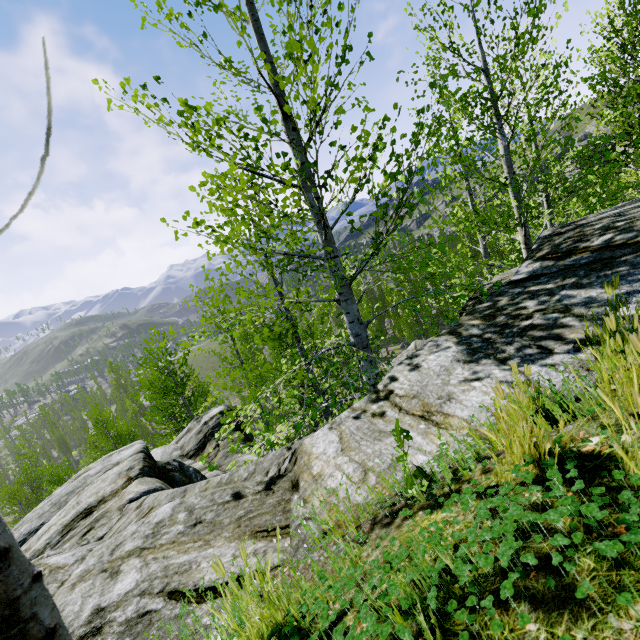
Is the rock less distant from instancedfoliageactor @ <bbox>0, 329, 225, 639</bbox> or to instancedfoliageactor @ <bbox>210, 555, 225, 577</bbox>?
instancedfoliageactor @ <bbox>0, 329, 225, 639</bbox>

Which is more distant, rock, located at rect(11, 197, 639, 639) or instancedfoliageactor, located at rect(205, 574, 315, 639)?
rock, located at rect(11, 197, 639, 639)

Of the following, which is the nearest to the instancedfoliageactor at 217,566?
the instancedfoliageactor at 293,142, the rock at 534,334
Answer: the rock at 534,334

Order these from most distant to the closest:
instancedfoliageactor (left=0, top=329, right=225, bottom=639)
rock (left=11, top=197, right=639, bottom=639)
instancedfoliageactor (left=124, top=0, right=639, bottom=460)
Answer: instancedfoliageactor (left=124, top=0, right=639, bottom=460) → rock (left=11, top=197, right=639, bottom=639) → instancedfoliageactor (left=0, top=329, right=225, bottom=639)

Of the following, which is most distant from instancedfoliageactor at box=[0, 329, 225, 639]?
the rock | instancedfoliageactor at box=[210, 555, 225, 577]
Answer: instancedfoliageactor at box=[210, 555, 225, 577]

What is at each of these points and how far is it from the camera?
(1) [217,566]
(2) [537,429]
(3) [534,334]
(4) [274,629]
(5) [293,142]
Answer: (1) instancedfoliageactor, 1.16m
(2) instancedfoliageactor, 1.19m
(3) rock, 2.41m
(4) instancedfoliageactor, 1.19m
(5) instancedfoliageactor, 3.26m
